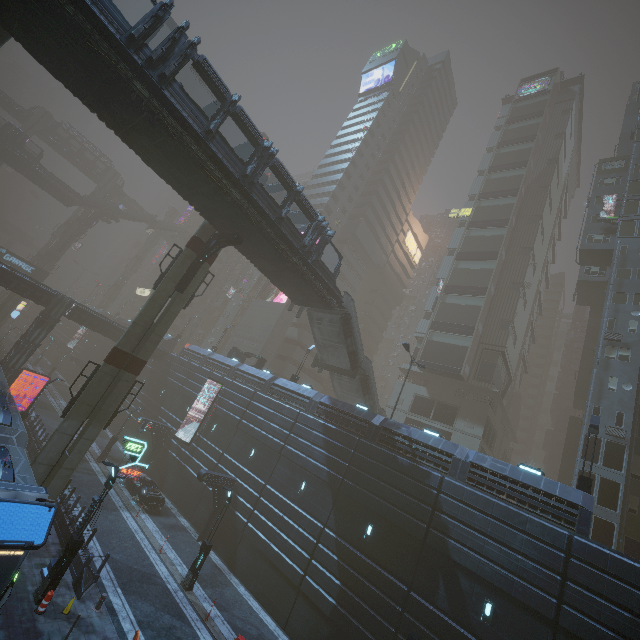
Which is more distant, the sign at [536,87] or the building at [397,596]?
the sign at [536,87]

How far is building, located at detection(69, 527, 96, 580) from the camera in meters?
15.5 m

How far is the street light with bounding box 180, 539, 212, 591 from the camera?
18.5 meters

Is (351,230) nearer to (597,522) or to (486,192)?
(486,192)

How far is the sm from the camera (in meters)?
18.30

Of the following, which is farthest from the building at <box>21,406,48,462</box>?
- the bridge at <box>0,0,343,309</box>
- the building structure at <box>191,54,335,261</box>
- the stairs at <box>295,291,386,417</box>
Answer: the building structure at <box>191,54,335,261</box>

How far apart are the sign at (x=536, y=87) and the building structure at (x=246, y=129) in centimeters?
6217cm

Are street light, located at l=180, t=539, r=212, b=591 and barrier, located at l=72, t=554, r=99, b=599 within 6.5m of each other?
yes
